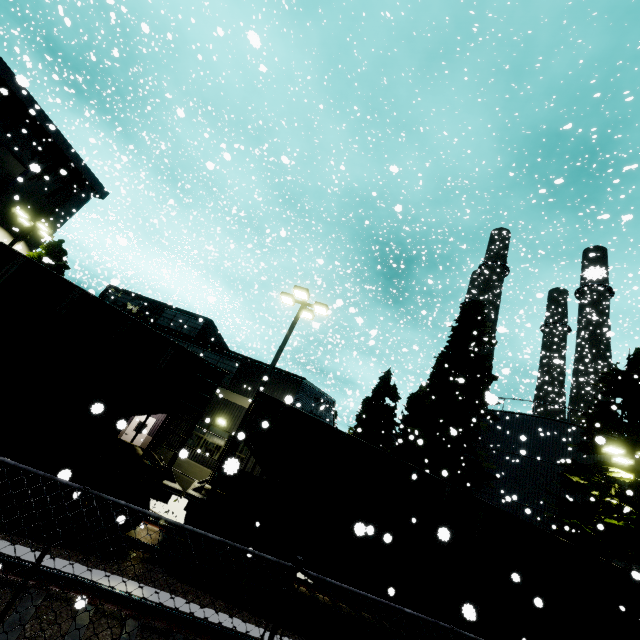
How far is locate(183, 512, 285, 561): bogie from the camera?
7.7m

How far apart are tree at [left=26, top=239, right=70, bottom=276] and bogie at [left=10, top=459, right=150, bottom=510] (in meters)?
17.95

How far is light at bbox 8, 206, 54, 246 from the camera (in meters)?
19.95

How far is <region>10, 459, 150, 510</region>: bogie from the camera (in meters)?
6.44

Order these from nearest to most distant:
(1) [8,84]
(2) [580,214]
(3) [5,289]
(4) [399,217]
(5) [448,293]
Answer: (3) [5,289] → (4) [399,217] → (2) [580,214] → (1) [8,84] → (5) [448,293]

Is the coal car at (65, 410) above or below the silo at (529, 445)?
below

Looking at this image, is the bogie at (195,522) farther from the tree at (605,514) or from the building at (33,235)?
the tree at (605,514)

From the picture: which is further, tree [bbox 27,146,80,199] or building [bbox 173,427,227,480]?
tree [bbox 27,146,80,199]
